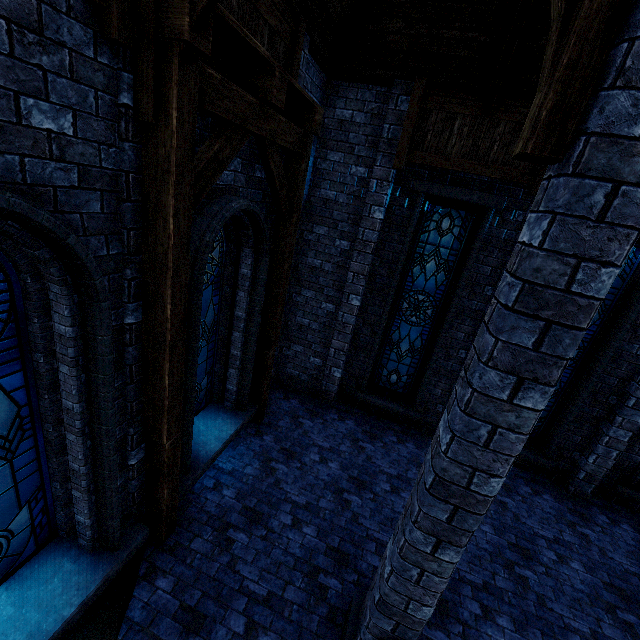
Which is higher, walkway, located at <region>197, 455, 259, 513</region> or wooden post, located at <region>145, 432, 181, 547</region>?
wooden post, located at <region>145, 432, 181, 547</region>

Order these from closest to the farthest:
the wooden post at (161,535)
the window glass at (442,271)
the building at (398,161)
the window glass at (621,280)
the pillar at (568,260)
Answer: the pillar at (568,260), the wooden post at (161,535), the building at (398,161), the window glass at (621,280), the window glass at (442,271)

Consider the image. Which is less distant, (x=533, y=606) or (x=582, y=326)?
(x=582, y=326)

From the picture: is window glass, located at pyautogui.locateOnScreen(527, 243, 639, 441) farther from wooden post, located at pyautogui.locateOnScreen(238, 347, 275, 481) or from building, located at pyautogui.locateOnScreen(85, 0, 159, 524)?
wooden post, located at pyautogui.locateOnScreen(238, 347, 275, 481)

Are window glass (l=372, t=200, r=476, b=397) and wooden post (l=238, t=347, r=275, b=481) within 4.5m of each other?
yes

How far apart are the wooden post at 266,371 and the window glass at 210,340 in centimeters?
76cm

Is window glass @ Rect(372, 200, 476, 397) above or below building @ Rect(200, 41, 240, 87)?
below

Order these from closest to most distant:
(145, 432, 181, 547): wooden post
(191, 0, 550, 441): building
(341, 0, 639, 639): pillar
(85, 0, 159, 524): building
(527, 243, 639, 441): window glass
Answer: (341, 0, 639, 639): pillar → (85, 0, 159, 524): building → (145, 432, 181, 547): wooden post → (191, 0, 550, 441): building → (527, 243, 639, 441): window glass
